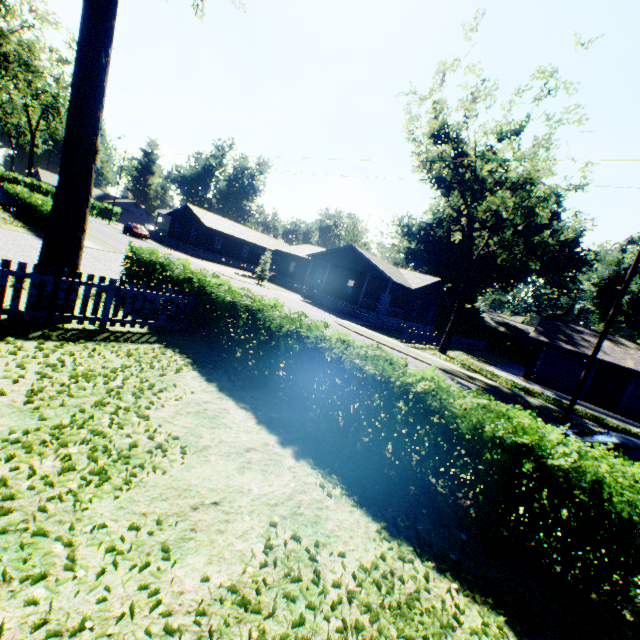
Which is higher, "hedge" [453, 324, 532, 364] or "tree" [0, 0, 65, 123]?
"tree" [0, 0, 65, 123]

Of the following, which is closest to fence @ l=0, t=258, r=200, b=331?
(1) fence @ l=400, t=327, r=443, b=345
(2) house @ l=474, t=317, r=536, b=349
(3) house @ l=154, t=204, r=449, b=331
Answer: (1) fence @ l=400, t=327, r=443, b=345

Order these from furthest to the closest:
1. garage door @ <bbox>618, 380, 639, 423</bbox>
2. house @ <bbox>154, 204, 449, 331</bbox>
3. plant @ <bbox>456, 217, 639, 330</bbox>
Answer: plant @ <bbox>456, 217, 639, 330</bbox>, house @ <bbox>154, 204, 449, 331</bbox>, garage door @ <bbox>618, 380, 639, 423</bbox>

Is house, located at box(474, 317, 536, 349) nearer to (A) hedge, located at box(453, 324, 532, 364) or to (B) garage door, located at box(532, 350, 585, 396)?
(A) hedge, located at box(453, 324, 532, 364)

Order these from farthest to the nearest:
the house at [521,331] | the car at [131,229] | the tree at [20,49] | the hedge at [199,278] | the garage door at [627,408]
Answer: the house at [521,331] < the car at [131,229] < the tree at [20,49] < the garage door at [627,408] < the hedge at [199,278]

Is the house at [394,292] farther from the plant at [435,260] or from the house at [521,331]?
the house at [521,331]

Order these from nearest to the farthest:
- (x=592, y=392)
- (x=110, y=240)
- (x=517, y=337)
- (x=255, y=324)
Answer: (x=255, y=324), (x=592, y=392), (x=110, y=240), (x=517, y=337)

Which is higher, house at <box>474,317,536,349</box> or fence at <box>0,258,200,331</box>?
house at <box>474,317,536,349</box>
